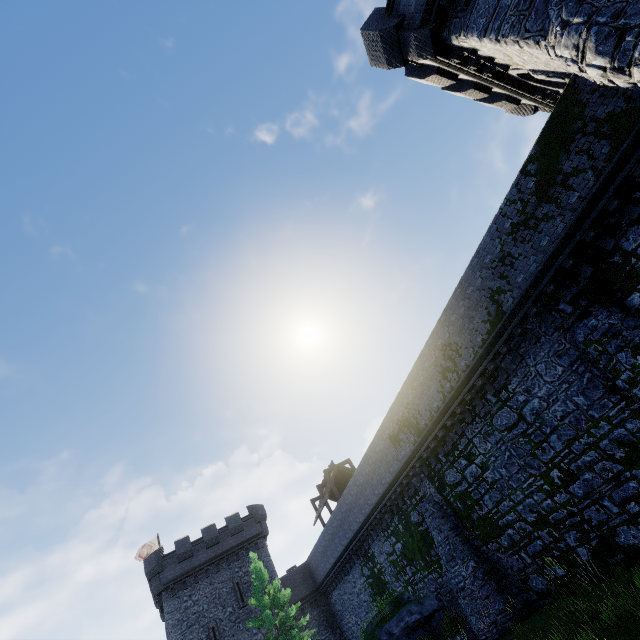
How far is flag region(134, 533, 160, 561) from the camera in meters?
35.5 m

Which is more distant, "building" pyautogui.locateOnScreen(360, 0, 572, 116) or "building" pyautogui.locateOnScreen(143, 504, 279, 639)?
"building" pyautogui.locateOnScreen(143, 504, 279, 639)

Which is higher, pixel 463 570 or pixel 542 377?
pixel 542 377

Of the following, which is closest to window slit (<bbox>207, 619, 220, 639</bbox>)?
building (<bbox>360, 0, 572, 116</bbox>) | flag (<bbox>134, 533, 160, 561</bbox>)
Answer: flag (<bbox>134, 533, 160, 561</bbox>)

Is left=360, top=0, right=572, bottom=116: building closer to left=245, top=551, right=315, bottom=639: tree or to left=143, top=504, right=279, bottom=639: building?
left=245, top=551, right=315, bottom=639: tree

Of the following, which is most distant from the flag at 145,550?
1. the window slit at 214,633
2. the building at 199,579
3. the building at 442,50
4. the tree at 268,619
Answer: the building at 442,50

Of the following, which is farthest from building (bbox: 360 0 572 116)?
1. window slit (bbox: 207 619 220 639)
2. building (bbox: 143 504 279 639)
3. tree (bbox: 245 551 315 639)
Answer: window slit (bbox: 207 619 220 639)

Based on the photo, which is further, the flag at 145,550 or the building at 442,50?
the flag at 145,550
